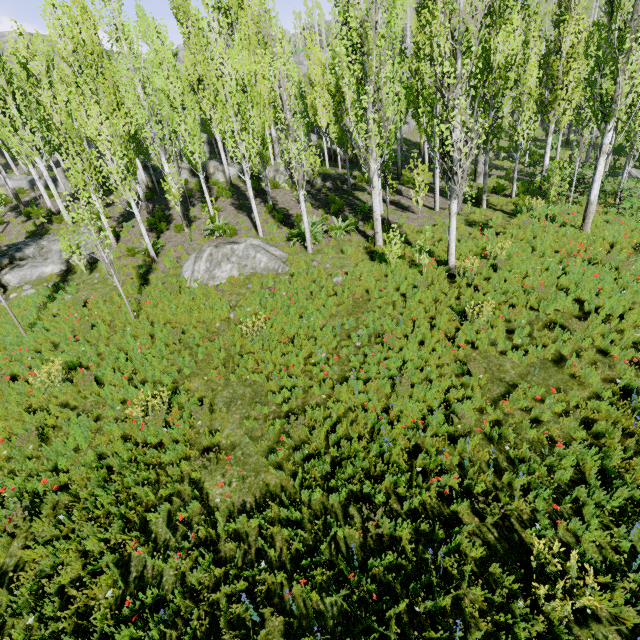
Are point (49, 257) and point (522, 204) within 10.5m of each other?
no

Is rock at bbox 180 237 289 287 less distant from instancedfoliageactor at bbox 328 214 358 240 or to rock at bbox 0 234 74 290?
instancedfoliageactor at bbox 328 214 358 240

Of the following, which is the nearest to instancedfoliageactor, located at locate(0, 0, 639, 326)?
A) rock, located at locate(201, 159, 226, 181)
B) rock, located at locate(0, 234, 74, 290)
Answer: rock, located at locate(201, 159, 226, 181)

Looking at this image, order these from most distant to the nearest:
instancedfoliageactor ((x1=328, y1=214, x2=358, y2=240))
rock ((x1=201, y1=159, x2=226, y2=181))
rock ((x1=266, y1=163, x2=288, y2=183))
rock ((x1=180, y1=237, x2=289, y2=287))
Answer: rock ((x1=201, y1=159, x2=226, y2=181))
rock ((x1=266, y1=163, x2=288, y2=183))
instancedfoliageactor ((x1=328, y1=214, x2=358, y2=240))
rock ((x1=180, y1=237, x2=289, y2=287))

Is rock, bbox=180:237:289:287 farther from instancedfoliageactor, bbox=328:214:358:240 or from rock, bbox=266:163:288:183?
rock, bbox=266:163:288:183

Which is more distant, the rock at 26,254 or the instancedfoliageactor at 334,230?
the instancedfoliageactor at 334,230

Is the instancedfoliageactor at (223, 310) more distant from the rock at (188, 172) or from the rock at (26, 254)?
the rock at (26, 254)
